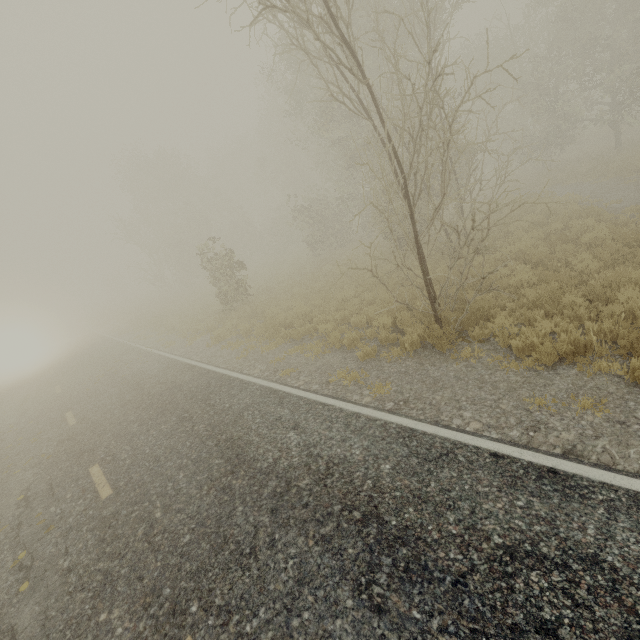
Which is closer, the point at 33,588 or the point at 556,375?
the point at 33,588
